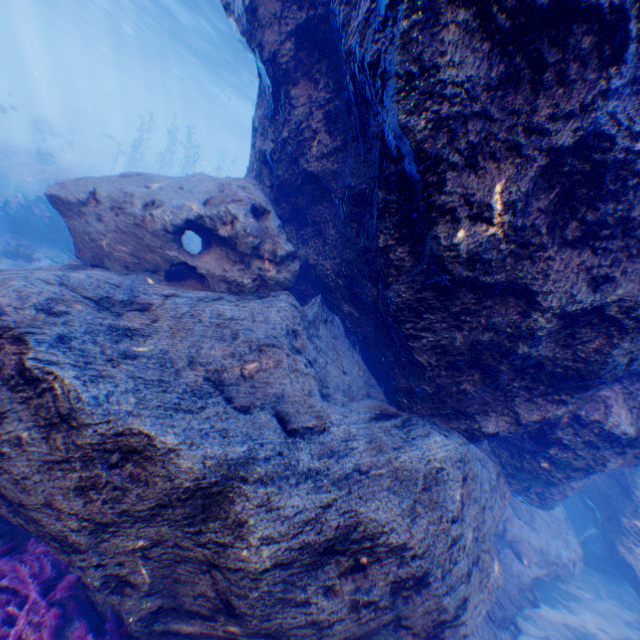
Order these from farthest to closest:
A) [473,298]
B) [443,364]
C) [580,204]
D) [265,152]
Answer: [265,152] → [443,364] → [473,298] → [580,204]

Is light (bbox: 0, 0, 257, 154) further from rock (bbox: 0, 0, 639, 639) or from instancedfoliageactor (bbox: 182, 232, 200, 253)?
instancedfoliageactor (bbox: 182, 232, 200, 253)

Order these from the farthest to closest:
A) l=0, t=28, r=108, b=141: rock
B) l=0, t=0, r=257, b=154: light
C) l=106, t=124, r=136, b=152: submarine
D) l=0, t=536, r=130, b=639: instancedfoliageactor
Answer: l=106, t=124, r=136, b=152: submarine → l=0, t=28, r=108, b=141: rock → l=0, t=0, r=257, b=154: light → l=0, t=536, r=130, b=639: instancedfoliageactor

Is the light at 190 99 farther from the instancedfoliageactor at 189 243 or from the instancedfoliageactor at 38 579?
the instancedfoliageactor at 189 243

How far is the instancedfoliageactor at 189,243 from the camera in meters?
14.1

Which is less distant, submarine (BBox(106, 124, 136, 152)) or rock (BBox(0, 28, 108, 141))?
rock (BBox(0, 28, 108, 141))

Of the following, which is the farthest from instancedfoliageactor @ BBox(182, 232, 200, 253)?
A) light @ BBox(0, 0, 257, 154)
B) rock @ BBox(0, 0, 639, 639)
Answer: light @ BBox(0, 0, 257, 154)

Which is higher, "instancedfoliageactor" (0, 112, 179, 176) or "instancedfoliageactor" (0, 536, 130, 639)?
"instancedfoliageactor" (0, 112, 179, 176)
